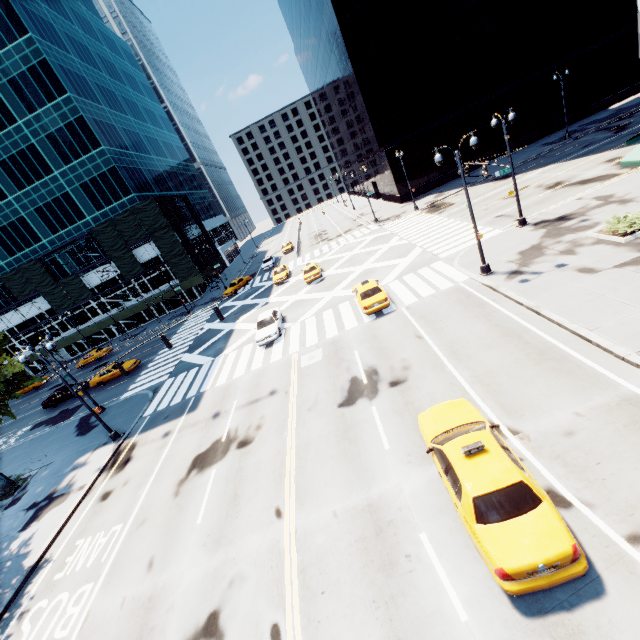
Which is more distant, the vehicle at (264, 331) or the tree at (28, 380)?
the vehicle at (264, 331)

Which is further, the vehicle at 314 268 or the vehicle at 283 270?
the vehicle at 283 270

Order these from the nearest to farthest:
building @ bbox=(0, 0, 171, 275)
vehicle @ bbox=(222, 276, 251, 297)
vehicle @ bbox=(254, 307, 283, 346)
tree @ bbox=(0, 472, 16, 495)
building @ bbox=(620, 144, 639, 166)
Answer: building @ bbox=(620, 144, 639, 166)
tree @ bbox=(0, 472, 16, 495)
vehicle @ bbox=(254, 307, 283, 346)
building @ bbox=(0, 0, 171, 275)
vehicle @ bbox=(222, 276, 251, 297)

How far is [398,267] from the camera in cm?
2622

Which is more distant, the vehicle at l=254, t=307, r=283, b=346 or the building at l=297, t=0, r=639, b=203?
the building at l=297, t=0, r=639, b=203

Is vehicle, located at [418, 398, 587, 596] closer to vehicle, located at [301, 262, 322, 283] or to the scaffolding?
vehicle, located at [301, 262, 322, 283]

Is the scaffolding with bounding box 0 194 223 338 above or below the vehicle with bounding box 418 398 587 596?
above

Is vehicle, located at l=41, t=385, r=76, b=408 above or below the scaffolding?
below
